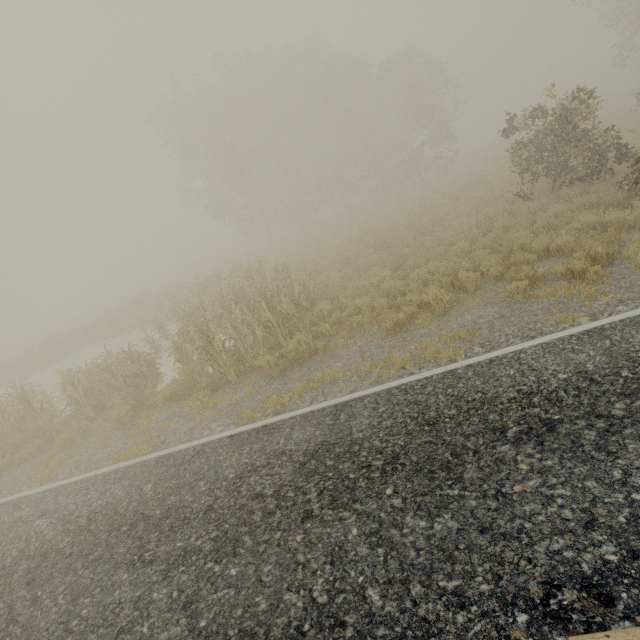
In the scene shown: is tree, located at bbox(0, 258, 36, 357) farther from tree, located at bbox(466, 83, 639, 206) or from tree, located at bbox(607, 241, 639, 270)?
tree, located at bbox(607, 241, 639, 270)

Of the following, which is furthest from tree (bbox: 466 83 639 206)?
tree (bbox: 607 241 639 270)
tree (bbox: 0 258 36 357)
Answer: tree (bbox: 0 258 36 357)

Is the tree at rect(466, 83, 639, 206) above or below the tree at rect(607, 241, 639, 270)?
above

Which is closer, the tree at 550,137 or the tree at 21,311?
the tree at 550,137

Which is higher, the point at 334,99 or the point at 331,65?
the point at 331,65

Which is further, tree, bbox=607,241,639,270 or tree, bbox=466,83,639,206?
tree, bbox=466,83,639,206

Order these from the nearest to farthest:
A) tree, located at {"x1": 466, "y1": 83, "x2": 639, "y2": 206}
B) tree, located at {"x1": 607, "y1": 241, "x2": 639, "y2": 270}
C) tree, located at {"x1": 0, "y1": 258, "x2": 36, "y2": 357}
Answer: tree, located at {"x1": 607, "y1": 241, "x2": 639, "y2": 270}, tree, located at {"x1": 466, "y1": 83, "x2": 639, "y2": 206}, tree, located at {"x1": 0, "y1": 258, "x2": 36, "y2": 357}

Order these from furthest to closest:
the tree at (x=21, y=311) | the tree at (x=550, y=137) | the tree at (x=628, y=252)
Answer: the tree at (x=21, y=311) < the tree at (x=550, y=137) < the tree at (x=628, y=252)
